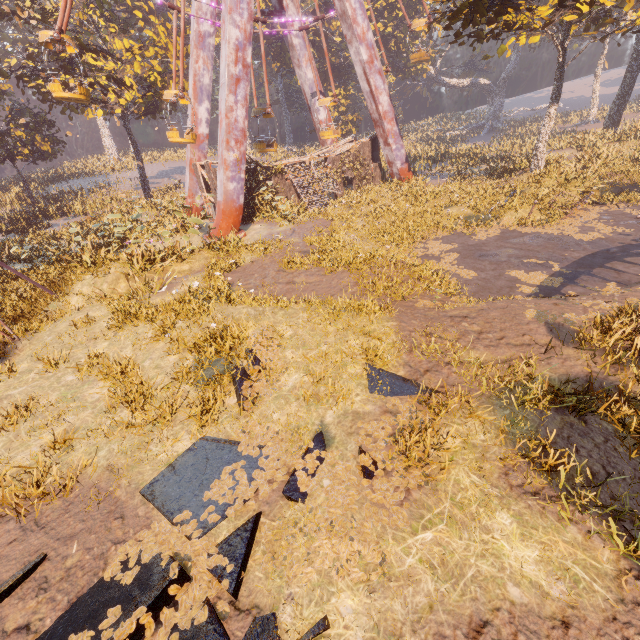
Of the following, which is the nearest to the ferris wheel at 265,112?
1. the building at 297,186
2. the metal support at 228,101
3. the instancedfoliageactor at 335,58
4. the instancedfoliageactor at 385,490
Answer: the metal support at 228,101

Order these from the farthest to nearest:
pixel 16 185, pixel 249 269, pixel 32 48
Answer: pixel 32 48
pixel 16 185
pixel 249 269

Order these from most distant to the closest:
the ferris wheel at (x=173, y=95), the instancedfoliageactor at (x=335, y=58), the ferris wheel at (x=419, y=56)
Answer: the instancedfoliageactor at (x=335, y=58) < the ferris wheel at (x=419, y=56) < the ferris wheel at (x=173, y=95)

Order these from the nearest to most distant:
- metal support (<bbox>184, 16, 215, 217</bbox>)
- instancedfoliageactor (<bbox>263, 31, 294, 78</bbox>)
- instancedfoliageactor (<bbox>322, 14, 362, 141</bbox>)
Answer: metal support (<bbox>184, 16, 215, 217</bbox>)
instancedfoliageactor (<bbox>322, 14, 362, 141</bbox>)
instancedfoliageactor (<bbox>263, 31, 294, 78</bbox>)

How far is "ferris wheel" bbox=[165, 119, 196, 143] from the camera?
19.2m

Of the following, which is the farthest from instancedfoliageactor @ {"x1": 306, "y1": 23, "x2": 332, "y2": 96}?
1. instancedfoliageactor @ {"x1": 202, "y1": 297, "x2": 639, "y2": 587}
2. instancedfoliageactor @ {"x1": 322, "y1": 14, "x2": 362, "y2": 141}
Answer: instancedfoliageactor @ {"x1": 322, "y1": 14, "x2": 362, "y2": 141}

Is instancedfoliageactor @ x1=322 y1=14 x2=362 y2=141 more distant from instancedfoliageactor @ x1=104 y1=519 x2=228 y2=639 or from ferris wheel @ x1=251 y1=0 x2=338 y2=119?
instancedfoliageactor @ x1=104 y1=519 x2=228 y2=639
